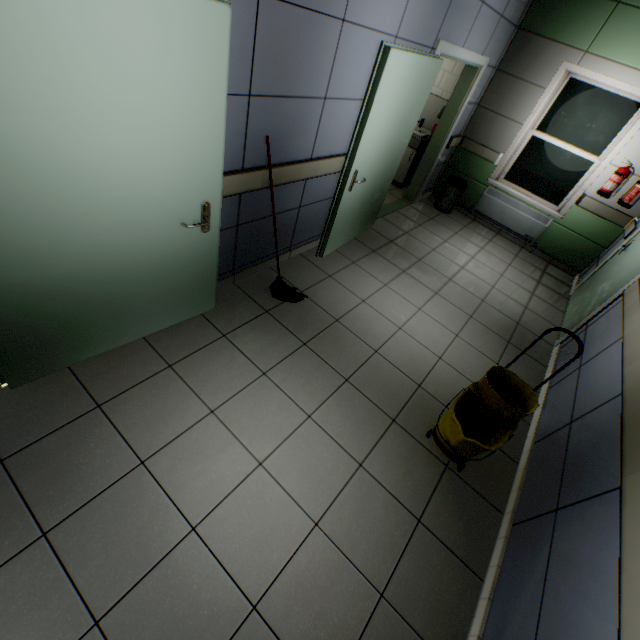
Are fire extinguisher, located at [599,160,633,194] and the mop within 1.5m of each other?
no

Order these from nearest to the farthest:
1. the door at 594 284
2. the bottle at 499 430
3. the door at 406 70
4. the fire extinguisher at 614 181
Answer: the bottle at 499 430
the door at 406 70
the door at 594 284
the fire extinguisher at 614 181

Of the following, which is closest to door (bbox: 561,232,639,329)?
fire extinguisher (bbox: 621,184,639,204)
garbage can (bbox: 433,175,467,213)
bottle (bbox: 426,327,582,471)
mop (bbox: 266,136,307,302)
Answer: fire extinguisher (bbox: 621,184,639,204)

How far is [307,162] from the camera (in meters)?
2.89

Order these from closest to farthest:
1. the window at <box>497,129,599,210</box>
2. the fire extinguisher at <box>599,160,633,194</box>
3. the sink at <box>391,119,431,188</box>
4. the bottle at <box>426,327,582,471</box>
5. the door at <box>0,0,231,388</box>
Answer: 1. the door at <box>0,0,231,388</box>
2. the bottle at <box>426,327,582,471</box>
3. the fire extinguisher at <box>599,160,633,194</box>
4. the window at <box>497,129,599,210</box>
5. the sink at <box>391,119,431,188</box>

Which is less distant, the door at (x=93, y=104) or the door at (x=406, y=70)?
the door at (x=93, y=104)

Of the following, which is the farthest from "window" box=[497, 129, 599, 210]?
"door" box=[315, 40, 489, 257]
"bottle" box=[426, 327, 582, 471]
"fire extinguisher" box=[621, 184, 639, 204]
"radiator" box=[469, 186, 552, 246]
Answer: "bottle" box=[426, 327, 582, 471]

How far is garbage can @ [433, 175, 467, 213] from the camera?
5.7 meters
